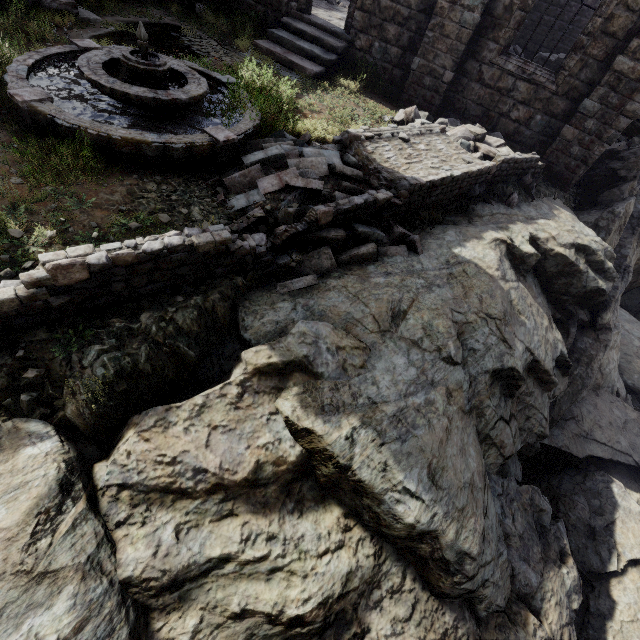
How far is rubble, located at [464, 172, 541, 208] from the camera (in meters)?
8.08

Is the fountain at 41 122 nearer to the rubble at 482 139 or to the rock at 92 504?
the rock at 92 504

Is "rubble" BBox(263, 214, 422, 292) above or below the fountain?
below

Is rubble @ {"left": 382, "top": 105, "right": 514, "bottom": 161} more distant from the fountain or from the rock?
the fountain

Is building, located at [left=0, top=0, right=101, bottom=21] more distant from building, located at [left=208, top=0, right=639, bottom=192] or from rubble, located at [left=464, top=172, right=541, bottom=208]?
building, located at [left=208, top=0, right=639, bottom=192]

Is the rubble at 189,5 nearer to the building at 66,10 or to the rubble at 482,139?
the building at 66,10

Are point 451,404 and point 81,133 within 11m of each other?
yes
